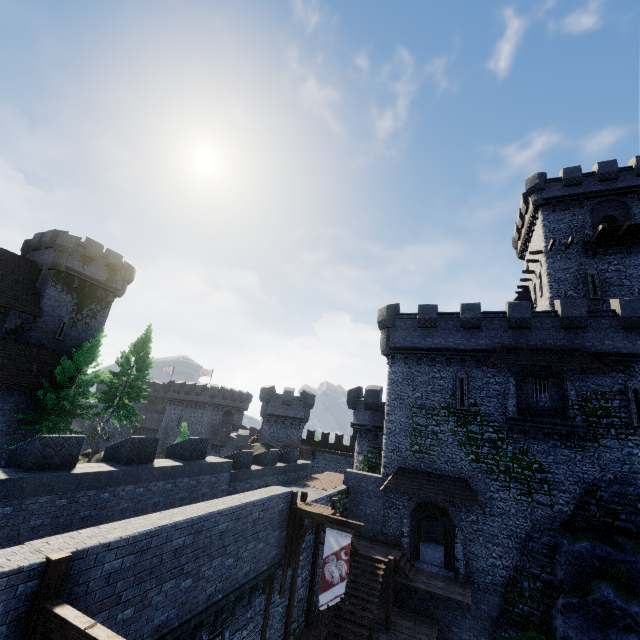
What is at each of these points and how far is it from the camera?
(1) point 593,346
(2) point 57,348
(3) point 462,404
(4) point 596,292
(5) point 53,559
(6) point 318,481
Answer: (1) building tower, 20.00m
(2) building, 30.61m
(3) window slit, 22.06m
(4) window slit, 25.77m
(5) wooden post, 5.90m
(6) walkway, 23.25m

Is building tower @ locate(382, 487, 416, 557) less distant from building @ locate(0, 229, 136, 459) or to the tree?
the tree

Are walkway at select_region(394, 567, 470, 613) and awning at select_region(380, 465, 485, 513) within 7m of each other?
yes

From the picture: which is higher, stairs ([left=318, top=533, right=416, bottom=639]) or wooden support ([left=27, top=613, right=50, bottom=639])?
wooden support ([left=27, top=613, right=50, bottom=639])

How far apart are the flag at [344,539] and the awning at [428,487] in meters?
8.7 m

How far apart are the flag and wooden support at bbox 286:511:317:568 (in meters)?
0.37

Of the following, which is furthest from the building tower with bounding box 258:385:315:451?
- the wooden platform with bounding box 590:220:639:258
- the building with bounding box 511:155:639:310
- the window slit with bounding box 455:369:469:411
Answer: the wooden platform with bounding box 590:220:639:258

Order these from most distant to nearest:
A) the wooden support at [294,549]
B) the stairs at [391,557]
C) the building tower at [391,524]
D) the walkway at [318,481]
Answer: the walkway at [318,481]
the building tower at [391,524]
the stairs at [391,557]
the wooden support at [294,549]
